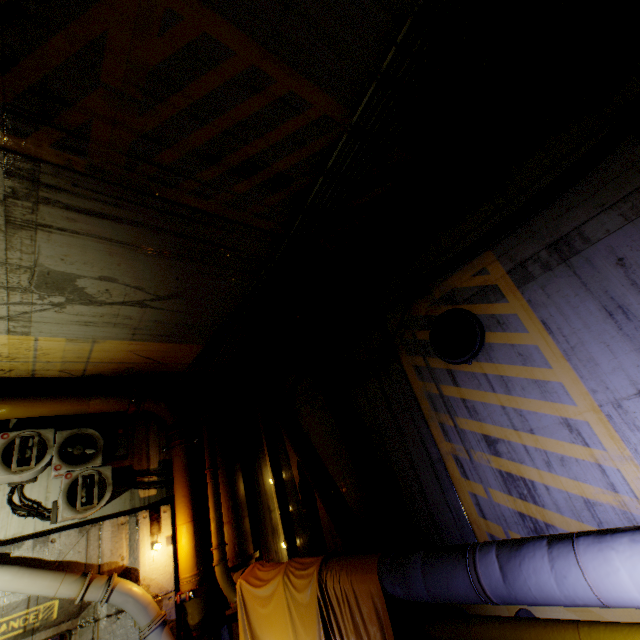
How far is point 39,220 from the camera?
3.98m

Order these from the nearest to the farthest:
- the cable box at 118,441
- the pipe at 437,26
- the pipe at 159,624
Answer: the pipe at 437,26 → the pipe at 159,624 → the cable box at 118,441

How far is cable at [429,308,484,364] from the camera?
4.51m

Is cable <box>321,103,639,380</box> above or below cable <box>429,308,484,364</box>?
above

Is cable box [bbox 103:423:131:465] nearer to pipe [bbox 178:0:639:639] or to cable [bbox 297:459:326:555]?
pipe [bbox 178:0:639:639]

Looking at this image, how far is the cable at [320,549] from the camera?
6.4m
